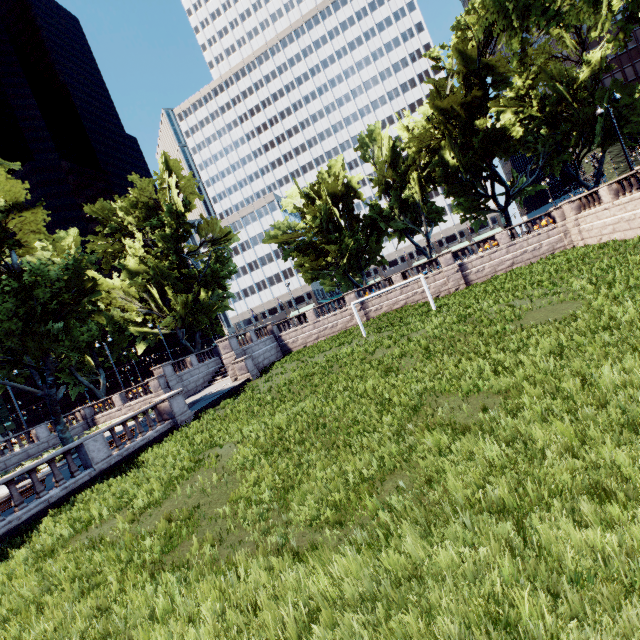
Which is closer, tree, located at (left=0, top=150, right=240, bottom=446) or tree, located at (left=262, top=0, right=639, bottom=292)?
tree, located at (left=0, top=150, right=240, bottom=446)

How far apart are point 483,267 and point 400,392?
25.7m

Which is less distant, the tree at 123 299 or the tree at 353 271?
the tree at 123 299
